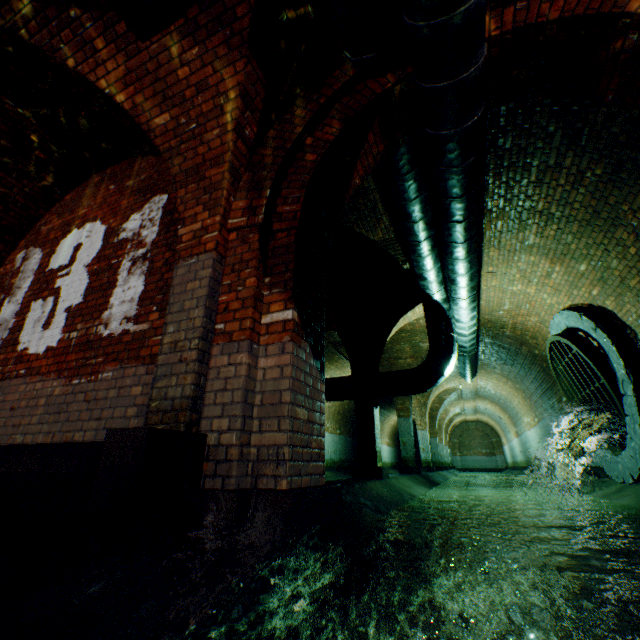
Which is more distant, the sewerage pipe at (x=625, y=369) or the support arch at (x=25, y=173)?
the sewerage pipe at (x=625, y=369)

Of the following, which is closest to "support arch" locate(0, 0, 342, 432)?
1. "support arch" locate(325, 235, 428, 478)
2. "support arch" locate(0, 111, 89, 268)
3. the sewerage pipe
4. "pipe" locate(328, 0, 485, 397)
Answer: "pipe" locate(328, 0, 485, 397)

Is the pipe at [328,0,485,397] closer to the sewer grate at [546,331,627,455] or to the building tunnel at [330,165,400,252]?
the building tunnel at [330,165,400,252]

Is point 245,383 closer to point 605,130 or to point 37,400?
point 37,400

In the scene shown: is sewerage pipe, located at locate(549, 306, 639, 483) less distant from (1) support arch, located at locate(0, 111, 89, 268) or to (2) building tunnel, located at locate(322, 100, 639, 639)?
(2) building tunnel, located at locate(322, 100, 639, 639)

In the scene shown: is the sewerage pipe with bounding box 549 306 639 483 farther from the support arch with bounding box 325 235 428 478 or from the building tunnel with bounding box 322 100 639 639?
the support arch with bounding box 325 235 428 478

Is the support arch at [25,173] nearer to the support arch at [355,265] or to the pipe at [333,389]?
the support arch at [355,265]

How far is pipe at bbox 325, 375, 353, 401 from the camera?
7.9 meters
